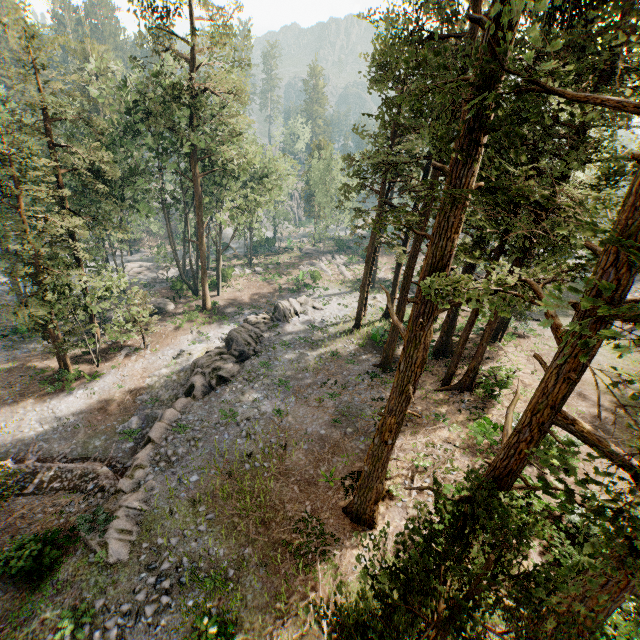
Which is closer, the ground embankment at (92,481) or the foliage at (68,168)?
the ground embankment at (92,481)

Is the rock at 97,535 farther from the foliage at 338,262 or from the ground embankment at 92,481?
the foliage at 338,262

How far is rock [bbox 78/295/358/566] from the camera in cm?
1354

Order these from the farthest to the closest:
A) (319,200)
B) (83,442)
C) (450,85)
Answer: (319,200) < (83,442) < (450,85)

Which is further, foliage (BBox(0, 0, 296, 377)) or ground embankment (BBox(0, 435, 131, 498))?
foliage (BBox(0, 0, 296, 377))

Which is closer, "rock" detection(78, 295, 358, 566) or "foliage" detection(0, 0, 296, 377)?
"rock" detection(78, 295, 358, 566)

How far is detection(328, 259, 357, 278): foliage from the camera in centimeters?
5361cm

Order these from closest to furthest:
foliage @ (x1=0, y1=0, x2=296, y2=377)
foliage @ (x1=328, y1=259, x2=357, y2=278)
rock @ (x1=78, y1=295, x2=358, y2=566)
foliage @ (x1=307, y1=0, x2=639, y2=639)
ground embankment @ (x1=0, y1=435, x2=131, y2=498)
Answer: foliage @ (x1=307, y1=0, x2=639, y2=639) → rock @ (x1=78, y1=295, x2=358, y2=566) → ground embankment @ (x1=0, y1=435, x2=131, y2=498) → foliage @ (x1=0, y1=0, x2=296, y2=377) → foliage @ (x1=328, y1=259, x2=357, y2=278)
